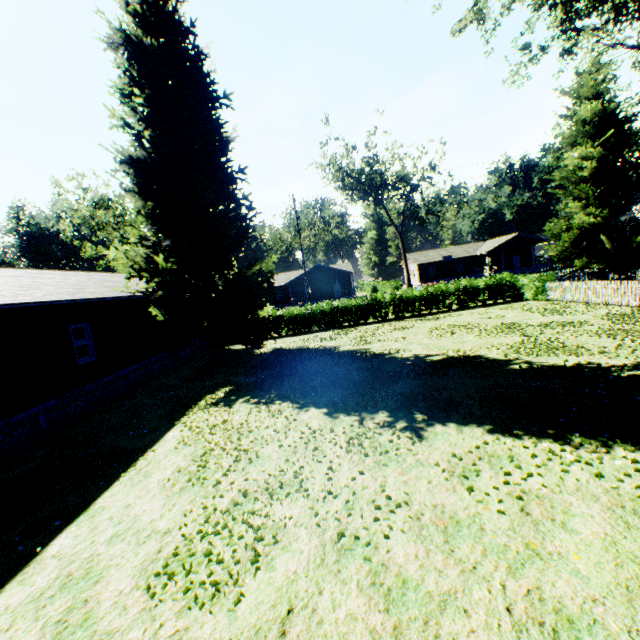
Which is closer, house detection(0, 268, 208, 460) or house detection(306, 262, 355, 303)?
house detection(0, 268, 208, 460)

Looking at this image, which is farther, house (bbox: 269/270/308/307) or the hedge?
house (bbox: 269/270/308/307)

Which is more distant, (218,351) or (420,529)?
(218,351)

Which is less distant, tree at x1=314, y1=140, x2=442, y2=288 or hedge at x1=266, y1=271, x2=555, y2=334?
hedge at x1=266, y1=271, x2=555, y2=334

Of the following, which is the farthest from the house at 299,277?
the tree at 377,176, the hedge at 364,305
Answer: the hedge at 364,305

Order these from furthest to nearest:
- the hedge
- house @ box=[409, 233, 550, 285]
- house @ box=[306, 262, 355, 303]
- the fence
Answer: house @ box=[409, 233, 550, 285]
house @ box=[306, 262, 355, 303]
the hedge
the fence

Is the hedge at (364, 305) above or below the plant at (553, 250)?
below

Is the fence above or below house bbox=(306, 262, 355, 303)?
below
